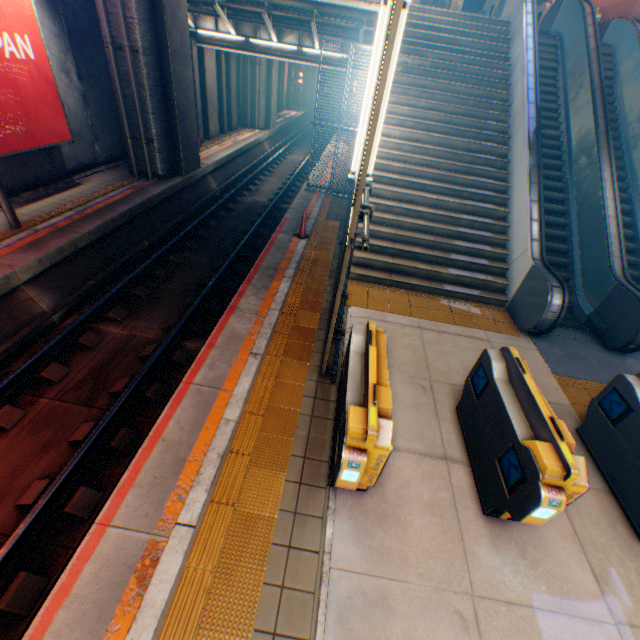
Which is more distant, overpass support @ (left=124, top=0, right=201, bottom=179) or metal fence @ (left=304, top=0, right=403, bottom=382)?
overpass support @ (left=124, top=0, right=201, bottom=179)

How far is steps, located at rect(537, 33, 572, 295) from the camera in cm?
889

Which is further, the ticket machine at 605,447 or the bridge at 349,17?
the bridge at 349,17

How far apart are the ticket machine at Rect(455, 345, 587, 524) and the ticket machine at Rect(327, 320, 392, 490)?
1.4m

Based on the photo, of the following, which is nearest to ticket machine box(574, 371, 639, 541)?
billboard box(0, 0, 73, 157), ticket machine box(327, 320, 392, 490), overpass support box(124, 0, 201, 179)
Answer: ticket machine box(327, 320, 392, 490)

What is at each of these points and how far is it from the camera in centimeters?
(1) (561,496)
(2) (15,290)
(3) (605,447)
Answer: (1) ticket machine, 313cm
(2) railway, 679cm
(3) ticket machine, 468cm

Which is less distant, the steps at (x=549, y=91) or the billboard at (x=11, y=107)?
the billboard at (x=11, y=107)

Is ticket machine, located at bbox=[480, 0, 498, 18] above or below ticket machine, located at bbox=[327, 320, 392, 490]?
above
